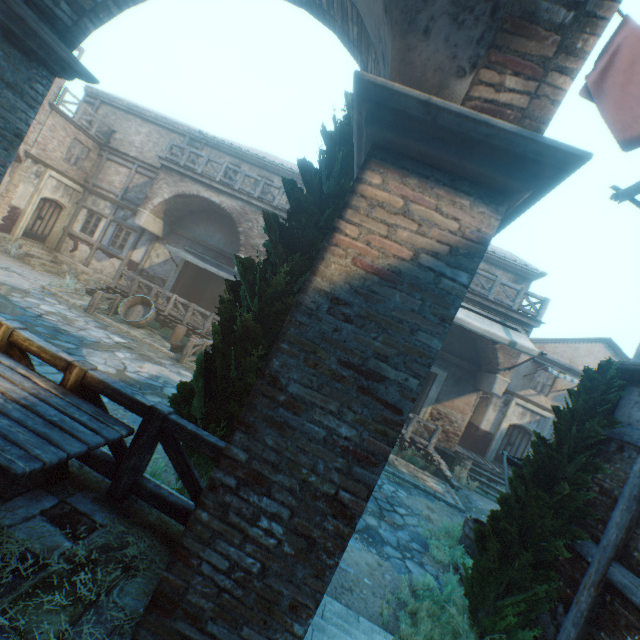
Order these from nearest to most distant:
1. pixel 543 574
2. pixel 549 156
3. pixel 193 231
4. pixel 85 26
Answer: pixel 549 156
pixel 85 26
pixel 543 574
pixel 193 231

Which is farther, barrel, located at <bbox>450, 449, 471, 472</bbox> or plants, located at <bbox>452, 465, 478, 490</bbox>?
barrel, located at <bbox>450, 449, 471, 472</bbox>

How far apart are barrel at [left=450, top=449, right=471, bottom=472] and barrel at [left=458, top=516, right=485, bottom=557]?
7.3 meters

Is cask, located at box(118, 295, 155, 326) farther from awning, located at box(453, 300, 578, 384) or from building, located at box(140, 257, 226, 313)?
awning, located at box(453, 300, 578, 384)

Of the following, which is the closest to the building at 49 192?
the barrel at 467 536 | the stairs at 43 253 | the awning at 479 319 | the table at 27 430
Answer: the awning at 479 319

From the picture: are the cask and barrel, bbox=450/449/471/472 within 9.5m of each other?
no

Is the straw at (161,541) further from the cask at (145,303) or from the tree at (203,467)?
the cask at (145,303)

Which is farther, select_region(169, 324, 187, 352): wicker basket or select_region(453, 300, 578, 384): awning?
select_region(169, 324, 187, 352): wicker basket
